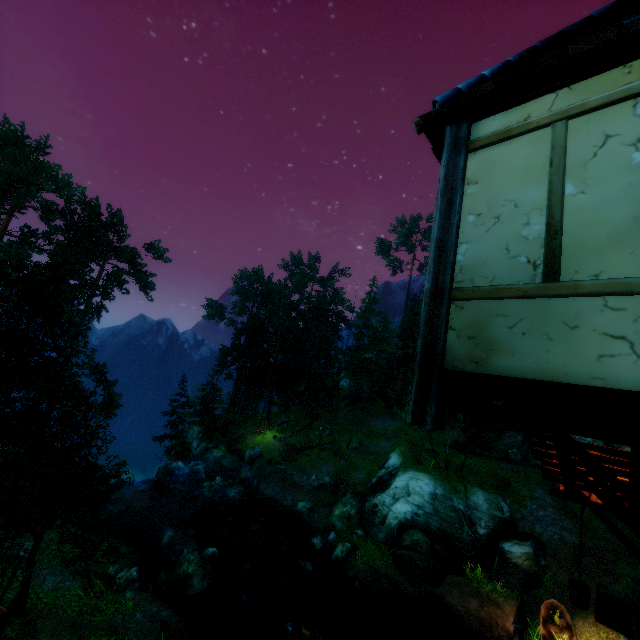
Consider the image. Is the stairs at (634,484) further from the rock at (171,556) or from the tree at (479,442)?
Answer: the rock at (171,556)

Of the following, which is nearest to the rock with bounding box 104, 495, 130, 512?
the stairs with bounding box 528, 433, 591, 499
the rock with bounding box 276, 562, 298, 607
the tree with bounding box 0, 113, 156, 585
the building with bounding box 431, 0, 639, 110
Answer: the tree with bounding box 0, 113, 156, 585

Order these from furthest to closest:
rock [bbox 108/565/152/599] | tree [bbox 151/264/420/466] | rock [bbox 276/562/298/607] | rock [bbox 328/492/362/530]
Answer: tree [bbox 151/264/420/466], rock [bbox 328/492/362/530], rock [bbox 276/562/298/607], rock [bbox 108/565/152/599]

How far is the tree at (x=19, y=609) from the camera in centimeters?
1123cm

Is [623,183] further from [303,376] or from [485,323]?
[303,376]

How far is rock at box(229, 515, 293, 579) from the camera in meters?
21.4

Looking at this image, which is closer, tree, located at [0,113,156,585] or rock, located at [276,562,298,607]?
tree, located at [0,113,156,585]

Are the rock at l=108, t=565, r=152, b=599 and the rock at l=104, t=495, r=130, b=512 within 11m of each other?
yes
